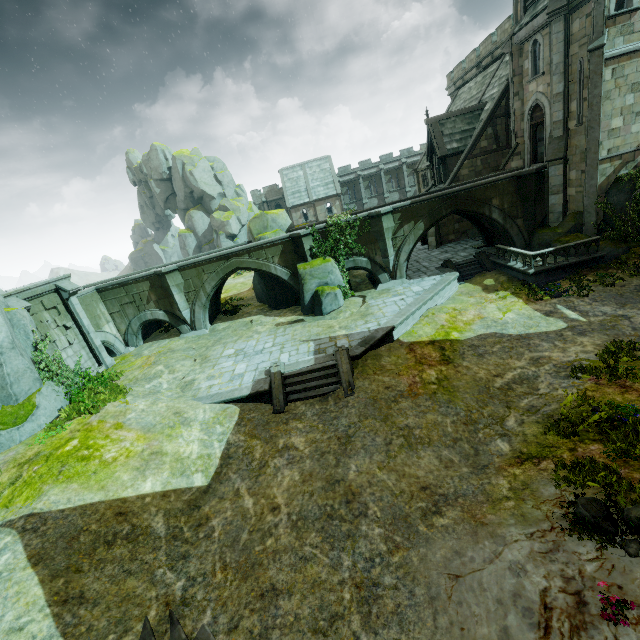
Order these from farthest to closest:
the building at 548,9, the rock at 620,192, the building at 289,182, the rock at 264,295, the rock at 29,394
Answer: the building at 289,182, the rock at 264,295, the rock at 620,192, the building at 548,9, the rock at 29,394

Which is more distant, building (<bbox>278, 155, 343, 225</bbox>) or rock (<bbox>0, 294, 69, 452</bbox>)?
building (<bbox>278, 155, 343, 225</bbox>)

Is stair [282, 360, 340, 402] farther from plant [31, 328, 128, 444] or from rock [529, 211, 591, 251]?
rock [529, 211, 591, 251]

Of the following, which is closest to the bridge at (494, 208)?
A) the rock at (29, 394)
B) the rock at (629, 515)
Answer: the rock at (29, 394)

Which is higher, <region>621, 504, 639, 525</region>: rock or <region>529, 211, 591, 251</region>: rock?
<region>529, 211, 591, 251</region>: rock

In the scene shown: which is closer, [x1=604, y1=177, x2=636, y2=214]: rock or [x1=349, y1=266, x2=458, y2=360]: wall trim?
[x1=349, y1=266, x2=458, y2=360]: wall trim

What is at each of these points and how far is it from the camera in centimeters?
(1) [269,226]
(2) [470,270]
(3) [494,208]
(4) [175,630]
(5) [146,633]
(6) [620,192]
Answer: (1) rock, 2328cm
(2) stair, 2186cm
(3) bridge, 2017cm
(4) stair, 662cm
(5) stair, 657cm
(6) rock, 1706cm

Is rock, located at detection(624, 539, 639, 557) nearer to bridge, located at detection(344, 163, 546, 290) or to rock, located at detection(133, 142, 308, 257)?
bridge, located at detection(344, 163, 546, 290)
